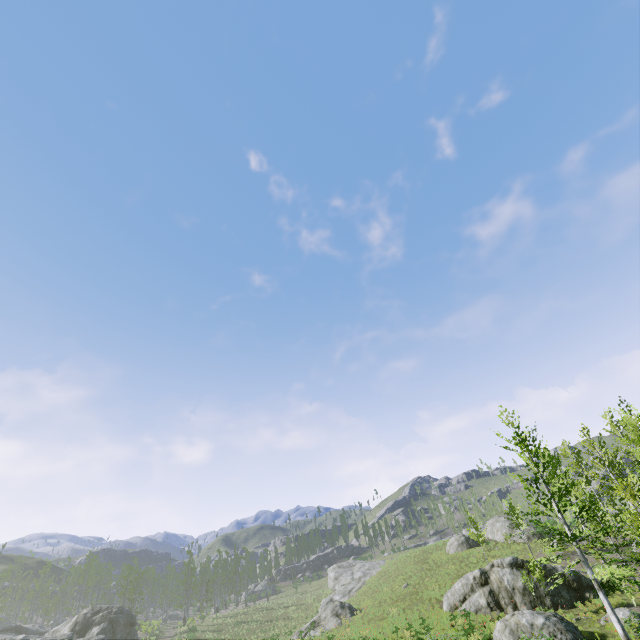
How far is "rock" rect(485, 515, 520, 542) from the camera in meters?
39.0

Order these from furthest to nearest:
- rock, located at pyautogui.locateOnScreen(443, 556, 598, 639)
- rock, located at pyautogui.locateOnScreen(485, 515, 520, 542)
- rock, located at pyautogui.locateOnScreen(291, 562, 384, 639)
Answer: rock, located at pyautogui.locateOnScreen(485, 515, 520, 542)
rock, located at pyautogui.locateOnScreen(291, 562, 384, 639)
rock, located at pyautogui.locateOnScreen(443, 556, 598, 639)

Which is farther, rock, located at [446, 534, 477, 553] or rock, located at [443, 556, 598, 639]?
rock, located at [446, 534, 477, 553]

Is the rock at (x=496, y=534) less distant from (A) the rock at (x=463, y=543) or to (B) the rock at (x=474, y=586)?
(A) the rock at (x=463, y=543)

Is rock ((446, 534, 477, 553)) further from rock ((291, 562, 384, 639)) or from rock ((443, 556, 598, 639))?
rock ((291, 562, 384, 639))

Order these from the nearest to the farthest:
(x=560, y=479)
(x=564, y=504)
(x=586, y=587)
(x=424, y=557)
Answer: (x=564, y=504), (x=586, y=587), (x=560, y=479), (x=424, y=557)

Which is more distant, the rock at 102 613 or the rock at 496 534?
the rock at 496 534

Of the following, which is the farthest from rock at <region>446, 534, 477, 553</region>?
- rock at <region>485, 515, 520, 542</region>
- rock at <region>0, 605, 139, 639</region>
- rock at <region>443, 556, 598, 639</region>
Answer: rock at <region>0, 605, 139, 639</region>
